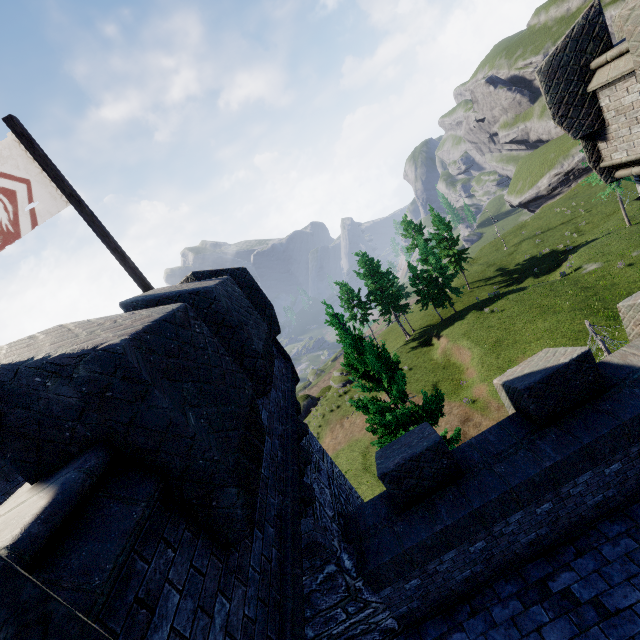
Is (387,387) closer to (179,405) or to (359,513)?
(359,513)

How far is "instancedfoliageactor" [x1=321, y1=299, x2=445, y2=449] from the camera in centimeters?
1182cm

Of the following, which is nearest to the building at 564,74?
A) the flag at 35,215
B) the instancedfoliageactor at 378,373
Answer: the flag at 35,215

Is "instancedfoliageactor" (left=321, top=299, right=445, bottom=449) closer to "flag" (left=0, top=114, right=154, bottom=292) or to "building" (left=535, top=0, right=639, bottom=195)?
"building" (left=535, top=0, right=639, bottom=195)

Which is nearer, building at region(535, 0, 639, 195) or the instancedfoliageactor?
building at region(535, 0, 639, 195)

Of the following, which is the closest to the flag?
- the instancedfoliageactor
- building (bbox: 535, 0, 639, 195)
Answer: building (bbox: 535, 0, 639, 195)

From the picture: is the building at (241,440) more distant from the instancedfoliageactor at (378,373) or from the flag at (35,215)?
the instancedfoliageactor at (378,373)

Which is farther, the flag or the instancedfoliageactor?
the instancedfoliageactor
